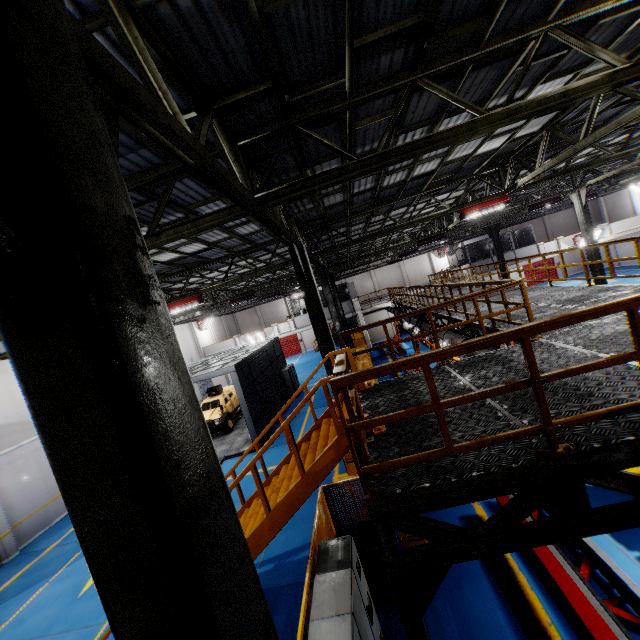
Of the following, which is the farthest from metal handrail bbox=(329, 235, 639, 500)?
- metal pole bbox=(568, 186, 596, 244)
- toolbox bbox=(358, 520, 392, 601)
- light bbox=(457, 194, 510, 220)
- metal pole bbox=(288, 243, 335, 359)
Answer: metal pole bbox=(568, 186, 596, 244)

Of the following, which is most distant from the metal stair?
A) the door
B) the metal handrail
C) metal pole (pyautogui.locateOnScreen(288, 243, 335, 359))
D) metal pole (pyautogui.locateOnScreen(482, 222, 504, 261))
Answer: the door

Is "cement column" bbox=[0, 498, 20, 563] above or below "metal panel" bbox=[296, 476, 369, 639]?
below

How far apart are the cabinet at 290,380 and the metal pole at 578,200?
19.6m

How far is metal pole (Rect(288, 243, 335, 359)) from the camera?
8.9 meters

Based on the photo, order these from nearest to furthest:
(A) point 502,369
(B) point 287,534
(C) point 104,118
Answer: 1. (C) point 104,118
2. (A) point 502,369
3. (B) point 287,534

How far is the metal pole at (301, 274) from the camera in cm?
889

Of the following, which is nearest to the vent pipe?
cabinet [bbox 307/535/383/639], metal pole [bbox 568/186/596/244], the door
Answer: cabinet [bbox 307/535/383/639]
